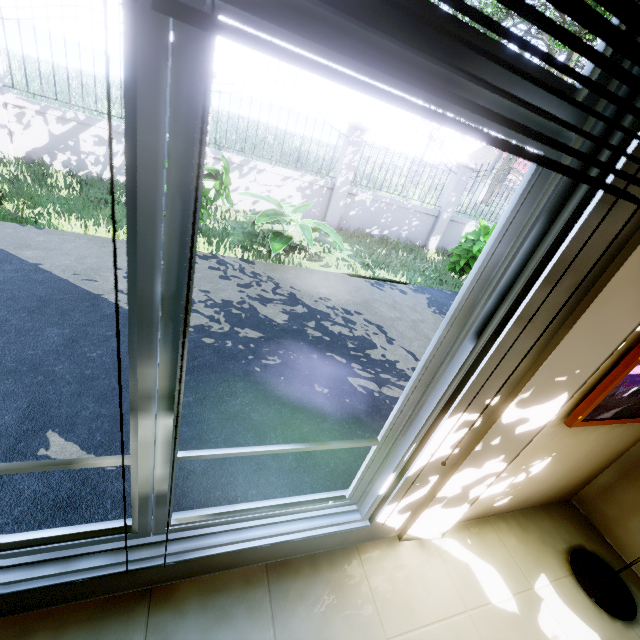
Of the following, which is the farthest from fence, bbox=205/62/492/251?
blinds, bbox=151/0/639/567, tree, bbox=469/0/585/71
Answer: blinds, bbox=151/0/639/567

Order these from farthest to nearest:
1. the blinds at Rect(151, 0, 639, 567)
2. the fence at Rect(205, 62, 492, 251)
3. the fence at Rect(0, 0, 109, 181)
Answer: the fence at Rect(205, 62, 492, 251) < the fence at Rect(0, 0, 109, 181) < the blinds at Rect(151, 0, 639, 567)

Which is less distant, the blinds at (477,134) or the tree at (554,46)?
the blinds at (477,134)

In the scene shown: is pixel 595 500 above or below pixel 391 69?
below

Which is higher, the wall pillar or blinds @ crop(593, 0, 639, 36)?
blinds @ crop(593, 0, 639, 36)

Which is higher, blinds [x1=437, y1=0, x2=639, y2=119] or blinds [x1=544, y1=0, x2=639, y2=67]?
blinds [x1=544, y1=0, x2=639, y2=67]

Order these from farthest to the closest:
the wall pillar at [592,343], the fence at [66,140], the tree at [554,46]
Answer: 1. the tree at [554,46]
2. the fence at [66,140]
3. the wall pillar at [592,343]

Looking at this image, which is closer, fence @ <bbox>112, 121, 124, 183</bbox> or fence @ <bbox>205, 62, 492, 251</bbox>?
fence @ <bbox>112, 121, 124, 183</bbox>
